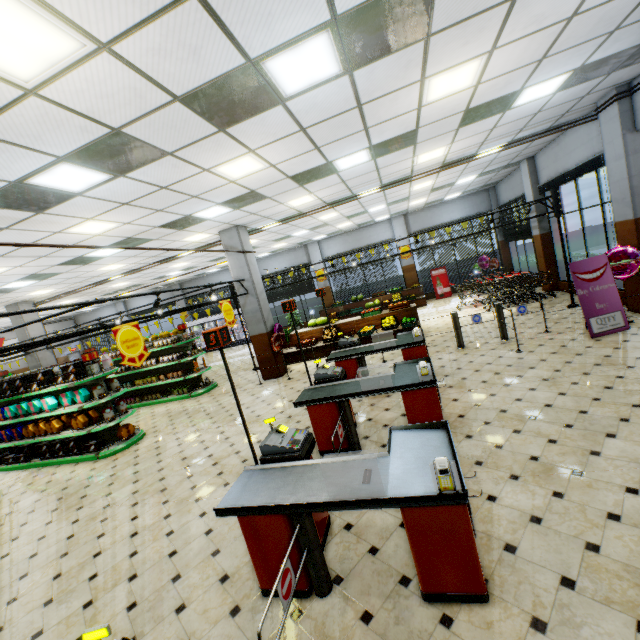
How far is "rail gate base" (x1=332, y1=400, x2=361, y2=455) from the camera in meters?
4.4

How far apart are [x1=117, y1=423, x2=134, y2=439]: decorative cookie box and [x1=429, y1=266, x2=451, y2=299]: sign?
15.0 meters

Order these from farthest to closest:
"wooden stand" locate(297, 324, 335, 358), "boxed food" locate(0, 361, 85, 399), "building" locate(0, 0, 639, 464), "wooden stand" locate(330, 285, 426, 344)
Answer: "wooden stand" locate(297, 324, 335, 358)
"wooden stand" locate(330, 285, 426, 344)
"boxed food" locate(0, 361, 85, 399)
"building" locate(0, 0, 639, 464)

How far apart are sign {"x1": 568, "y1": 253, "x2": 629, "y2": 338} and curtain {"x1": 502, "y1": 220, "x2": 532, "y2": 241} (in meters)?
6.44

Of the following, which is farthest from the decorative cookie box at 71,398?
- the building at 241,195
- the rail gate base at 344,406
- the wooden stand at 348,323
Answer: the rail gate base at 344,406

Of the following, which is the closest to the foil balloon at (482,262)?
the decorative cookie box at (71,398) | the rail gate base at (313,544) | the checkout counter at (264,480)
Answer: the checkout counter at (264,480)

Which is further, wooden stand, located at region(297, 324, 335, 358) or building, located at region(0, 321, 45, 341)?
building, located at region(0, 321, 45, 341)

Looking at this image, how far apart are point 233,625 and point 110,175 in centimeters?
567cm
